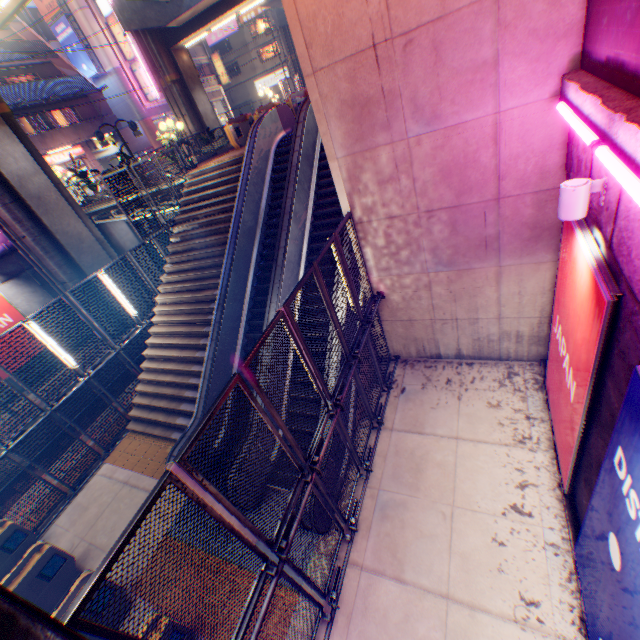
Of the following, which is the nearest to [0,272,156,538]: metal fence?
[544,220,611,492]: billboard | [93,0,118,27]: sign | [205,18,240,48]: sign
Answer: [544,220,611,492]: billboard

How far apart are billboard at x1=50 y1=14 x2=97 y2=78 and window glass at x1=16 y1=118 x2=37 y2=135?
9.08m

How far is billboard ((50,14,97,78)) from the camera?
29.4 meters

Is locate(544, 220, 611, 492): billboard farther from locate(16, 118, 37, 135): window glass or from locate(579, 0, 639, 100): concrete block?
locate(16, 118, 37, 135): window glass

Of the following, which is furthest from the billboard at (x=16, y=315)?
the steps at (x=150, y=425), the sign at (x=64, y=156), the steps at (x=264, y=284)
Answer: the sign at (x=64, y=156)

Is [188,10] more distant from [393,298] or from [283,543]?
[283,543]

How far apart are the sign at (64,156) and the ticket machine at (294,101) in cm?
2455

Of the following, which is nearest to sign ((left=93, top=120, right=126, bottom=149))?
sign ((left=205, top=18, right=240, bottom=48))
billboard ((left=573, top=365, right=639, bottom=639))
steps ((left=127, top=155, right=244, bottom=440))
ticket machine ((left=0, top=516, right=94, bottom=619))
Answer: steps ((left=127, top=155, right=244, bottom=440))
